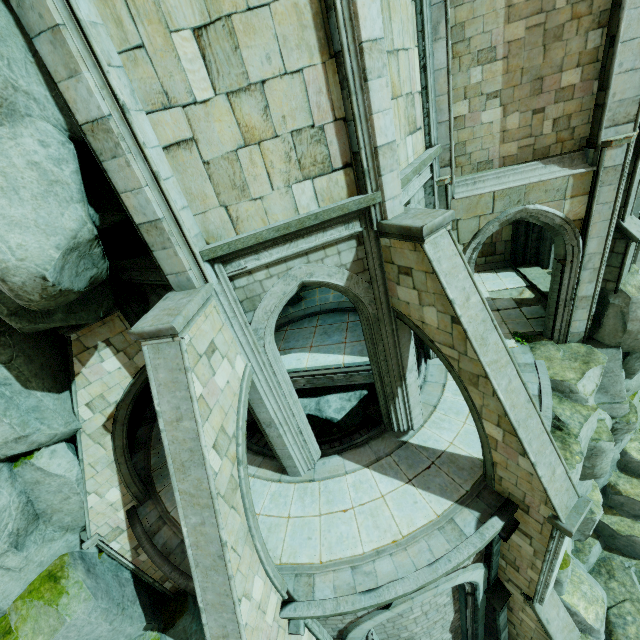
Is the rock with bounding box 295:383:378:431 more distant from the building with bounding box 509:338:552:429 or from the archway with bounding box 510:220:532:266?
the archway with bounding box 510:220:532:266

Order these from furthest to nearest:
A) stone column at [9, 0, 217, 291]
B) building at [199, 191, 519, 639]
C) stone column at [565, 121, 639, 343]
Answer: stone column at [565, 121, 639, 343]
building at [199, 191, 519, 639]
stone column at [9, 0, 217, 291]

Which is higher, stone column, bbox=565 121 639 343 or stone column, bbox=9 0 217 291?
stone column, bbox=9 0 217 291

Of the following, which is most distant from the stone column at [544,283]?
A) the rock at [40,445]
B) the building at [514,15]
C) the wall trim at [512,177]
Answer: the rock at [40,445]

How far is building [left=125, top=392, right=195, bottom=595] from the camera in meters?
8.3 m

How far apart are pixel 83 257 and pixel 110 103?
2.3 meters

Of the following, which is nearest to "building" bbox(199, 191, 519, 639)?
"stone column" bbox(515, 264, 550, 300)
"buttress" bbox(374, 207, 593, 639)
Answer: "buttress" bbox(374, 207, 593, 639)

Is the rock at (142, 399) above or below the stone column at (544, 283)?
above
